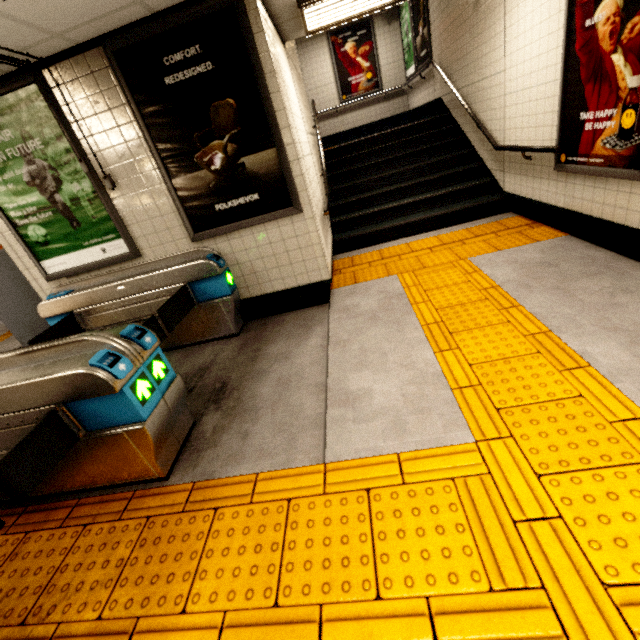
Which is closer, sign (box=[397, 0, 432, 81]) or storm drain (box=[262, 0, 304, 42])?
storm drain (box=[262, 0, 304, 42])

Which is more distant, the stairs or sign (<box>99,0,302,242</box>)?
the stairs

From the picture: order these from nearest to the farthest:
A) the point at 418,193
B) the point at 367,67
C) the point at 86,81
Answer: the point at 86,81 → the point at 418,193 → the point at 367,67

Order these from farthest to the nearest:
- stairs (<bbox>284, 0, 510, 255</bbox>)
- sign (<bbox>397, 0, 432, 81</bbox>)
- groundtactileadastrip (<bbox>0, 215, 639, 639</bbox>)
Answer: sign (<bbox>397, 0, 432, 81</bbox>) < stairs (<bbox>284, 0, 510, 255</bbox>) < groundtactileadastrip (<bbox>0, 215, 639, 639</bbox>)

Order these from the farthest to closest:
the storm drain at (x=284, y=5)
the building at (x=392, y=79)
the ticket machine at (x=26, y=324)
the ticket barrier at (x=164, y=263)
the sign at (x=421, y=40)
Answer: the building at (x=392, y=79)
the sign at (x=421, y=40)
the ticket machine at (x=26, y=324)
the storm drain at (x=284, y=5)
the ticket barrier at (x=164, y=263)

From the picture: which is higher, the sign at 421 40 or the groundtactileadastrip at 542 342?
the sign at 421 40

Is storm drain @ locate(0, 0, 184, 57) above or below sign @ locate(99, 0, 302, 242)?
above

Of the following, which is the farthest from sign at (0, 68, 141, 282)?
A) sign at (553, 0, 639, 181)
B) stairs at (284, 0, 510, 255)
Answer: sign at (553, 0, 639, 181)
